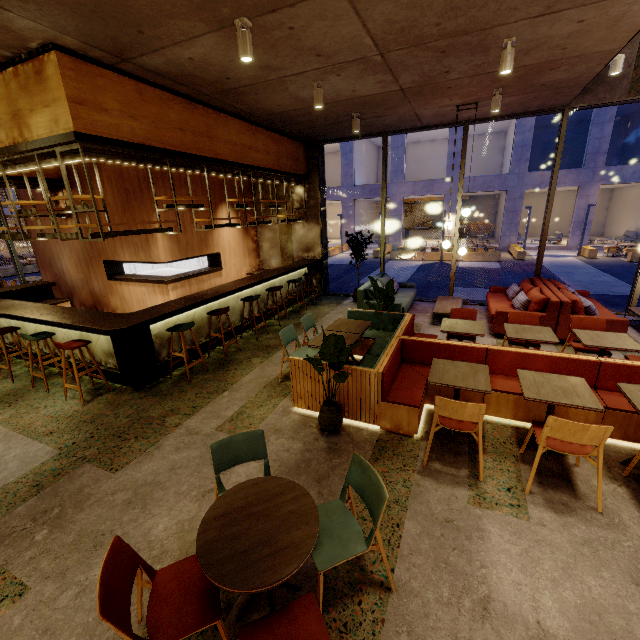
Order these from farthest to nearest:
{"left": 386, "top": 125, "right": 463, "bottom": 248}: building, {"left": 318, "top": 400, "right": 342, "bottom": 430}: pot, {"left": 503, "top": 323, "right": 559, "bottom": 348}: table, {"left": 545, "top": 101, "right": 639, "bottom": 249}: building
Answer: {"left": 386, "top": 125, "right": 463, "bottom": 248}: building < {"left": 545, "top": 101, "right": 639, "bottom": 249}: building < {"left": 503, "top": 323, "right": 559, "bottom": 348}: table < {"left": 318, "top": 400, "right": 342, "bottom": 430}: pot

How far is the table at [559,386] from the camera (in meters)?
3.10

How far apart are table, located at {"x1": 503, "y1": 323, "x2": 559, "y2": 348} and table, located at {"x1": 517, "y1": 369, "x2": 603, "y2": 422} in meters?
1.1

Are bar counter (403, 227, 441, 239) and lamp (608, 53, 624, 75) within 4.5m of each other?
no

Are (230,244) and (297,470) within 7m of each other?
no

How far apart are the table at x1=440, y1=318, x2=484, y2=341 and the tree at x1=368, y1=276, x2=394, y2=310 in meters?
1.0

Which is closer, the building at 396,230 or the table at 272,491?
the table at 272,491

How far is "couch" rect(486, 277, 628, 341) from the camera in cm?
603
